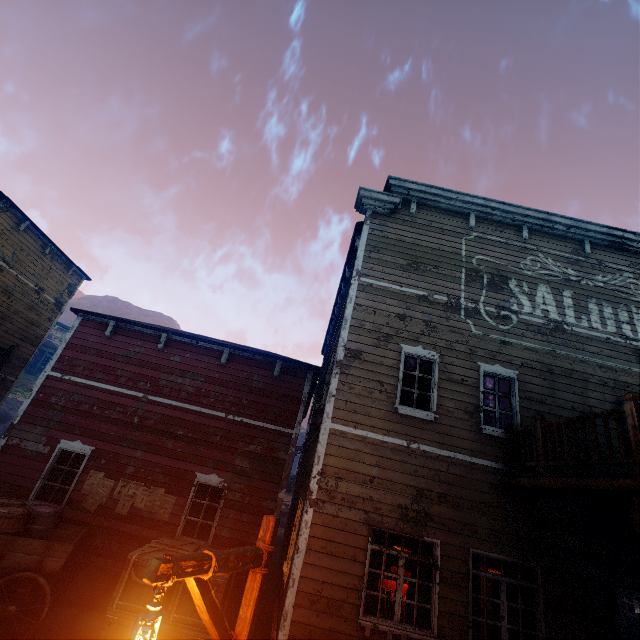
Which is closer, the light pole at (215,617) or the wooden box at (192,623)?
the light pole at (215,617)

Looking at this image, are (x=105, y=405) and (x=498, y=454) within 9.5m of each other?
no

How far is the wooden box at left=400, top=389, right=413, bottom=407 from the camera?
8.0 meters

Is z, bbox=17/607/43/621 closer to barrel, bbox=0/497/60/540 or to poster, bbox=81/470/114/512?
barrel, bbox=0/497/60/540

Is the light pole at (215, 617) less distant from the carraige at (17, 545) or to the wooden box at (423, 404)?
the wooden box at (423, 404)

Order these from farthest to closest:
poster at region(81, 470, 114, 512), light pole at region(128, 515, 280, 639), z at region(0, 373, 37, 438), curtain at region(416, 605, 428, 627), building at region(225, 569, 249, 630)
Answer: z at region(0, 373, 37, 438) → poster at region(81, 470, 114, 512) → building at region(225, 569, 249, 630) → curtain at region(416, 605, 428, 627) → light pole at region(128, 515, 280, 639)

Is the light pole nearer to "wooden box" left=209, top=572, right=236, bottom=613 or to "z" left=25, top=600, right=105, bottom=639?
"z" left=25, top=600, right=105, bottom=639

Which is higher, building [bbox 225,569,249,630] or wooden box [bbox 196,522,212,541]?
wooden box [bbox 196,522,212,541]
